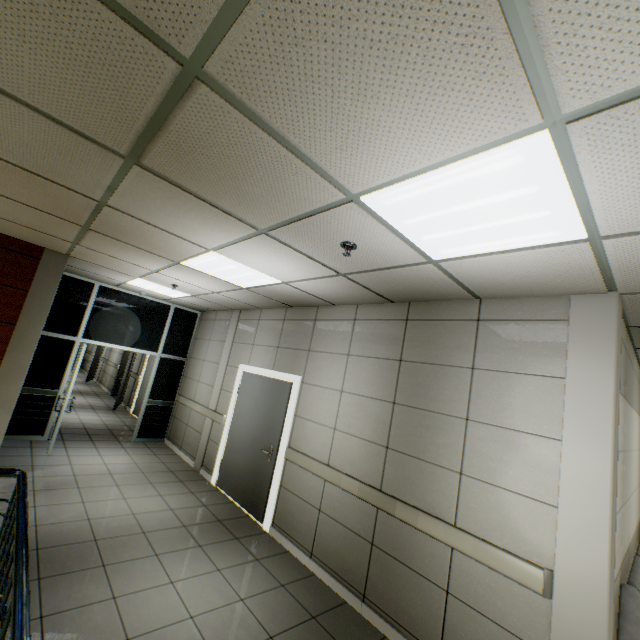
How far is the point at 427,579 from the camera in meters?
2.9 m

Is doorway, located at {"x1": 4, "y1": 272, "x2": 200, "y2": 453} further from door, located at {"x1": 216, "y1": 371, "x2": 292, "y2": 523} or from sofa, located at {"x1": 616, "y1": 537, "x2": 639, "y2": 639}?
sofa, located at {"x1": 616, "y1": 537, "x2": 639, "y2": 639}

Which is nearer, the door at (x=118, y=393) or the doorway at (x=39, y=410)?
the doorway at (x=39, y=410)

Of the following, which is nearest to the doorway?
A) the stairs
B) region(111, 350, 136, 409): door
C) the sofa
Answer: the stairs

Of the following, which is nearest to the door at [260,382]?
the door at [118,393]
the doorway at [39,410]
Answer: the doorway at [39,410]

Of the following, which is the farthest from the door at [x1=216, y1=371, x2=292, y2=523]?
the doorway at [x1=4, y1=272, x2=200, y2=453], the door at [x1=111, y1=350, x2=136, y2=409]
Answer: the door at [x1=111, y1=350, x2=136, y2=409]

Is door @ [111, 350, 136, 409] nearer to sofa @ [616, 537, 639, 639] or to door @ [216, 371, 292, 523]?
door @ [216, 371, 292, 523]

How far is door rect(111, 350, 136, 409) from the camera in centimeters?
1010cm
